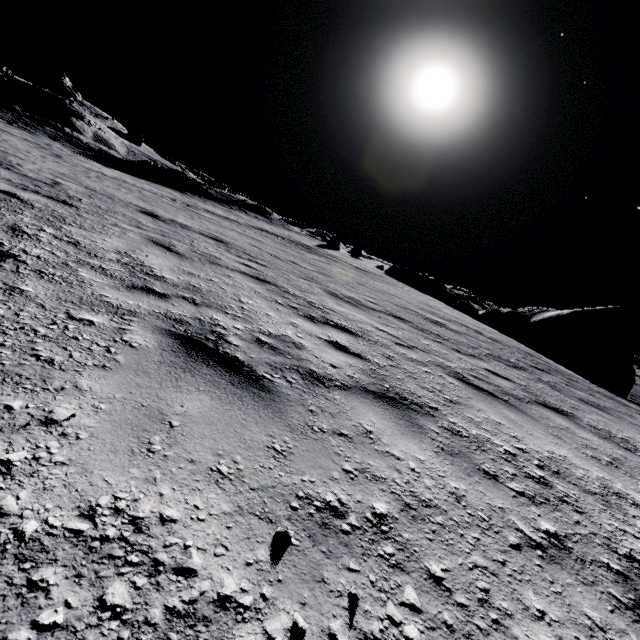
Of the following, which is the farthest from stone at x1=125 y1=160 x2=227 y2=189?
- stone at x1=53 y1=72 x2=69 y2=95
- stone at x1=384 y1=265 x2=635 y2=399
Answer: stone at x1=53 y1=72 x2=69 y2=95

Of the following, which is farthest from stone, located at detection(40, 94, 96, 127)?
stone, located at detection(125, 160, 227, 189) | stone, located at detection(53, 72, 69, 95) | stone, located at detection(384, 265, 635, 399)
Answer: stone, located at detection(384, 265, 635, 399)

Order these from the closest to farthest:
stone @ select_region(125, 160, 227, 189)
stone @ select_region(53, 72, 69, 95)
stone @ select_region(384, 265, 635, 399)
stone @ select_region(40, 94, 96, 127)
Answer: stone @ select_region(384, 265, 635, 399) → stone @ select_region(125, 160, 227, 189) → stone @ select_region(40, 94, 96, 127) → stone @ select_region(53, 72, 69, 95)

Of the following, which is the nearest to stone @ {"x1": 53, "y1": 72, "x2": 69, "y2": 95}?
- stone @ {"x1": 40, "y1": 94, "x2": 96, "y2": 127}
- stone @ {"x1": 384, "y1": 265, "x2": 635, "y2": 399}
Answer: stone @ {"x1": 40, "y1": 94, "x2": 96, "y2": 127}

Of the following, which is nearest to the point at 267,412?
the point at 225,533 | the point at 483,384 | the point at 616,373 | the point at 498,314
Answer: the point at 225,533

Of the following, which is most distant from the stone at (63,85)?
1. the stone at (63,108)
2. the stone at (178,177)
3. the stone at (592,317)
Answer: the stone at (592,317)

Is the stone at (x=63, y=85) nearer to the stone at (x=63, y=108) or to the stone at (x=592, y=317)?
the stone at (x=63, y=108)
